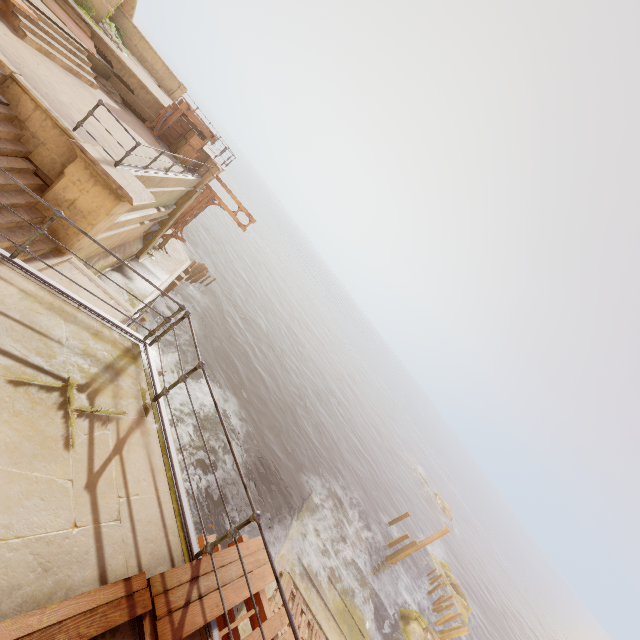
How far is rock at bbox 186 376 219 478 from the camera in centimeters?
1639cm

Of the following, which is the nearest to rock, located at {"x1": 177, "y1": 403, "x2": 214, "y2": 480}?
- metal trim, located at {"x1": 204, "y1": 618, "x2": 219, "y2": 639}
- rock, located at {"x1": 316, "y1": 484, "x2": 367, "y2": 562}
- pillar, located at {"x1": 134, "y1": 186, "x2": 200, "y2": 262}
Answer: pillar, located at {"x1": 134, "y1": 186, "x2": 200, "y2": 262}

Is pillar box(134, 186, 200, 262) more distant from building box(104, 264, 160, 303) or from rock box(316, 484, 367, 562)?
rock box(316, 484, 367, 562)

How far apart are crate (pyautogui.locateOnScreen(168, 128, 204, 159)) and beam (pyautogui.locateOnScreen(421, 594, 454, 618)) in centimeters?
3596cm

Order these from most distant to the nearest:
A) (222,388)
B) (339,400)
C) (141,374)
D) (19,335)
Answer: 1. (339,400)
2. (222,388)
3. (141,374)
4. (19,335)

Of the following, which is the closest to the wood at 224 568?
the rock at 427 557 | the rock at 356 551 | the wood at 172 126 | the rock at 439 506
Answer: the wood at 172 126

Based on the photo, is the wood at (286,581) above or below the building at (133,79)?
below

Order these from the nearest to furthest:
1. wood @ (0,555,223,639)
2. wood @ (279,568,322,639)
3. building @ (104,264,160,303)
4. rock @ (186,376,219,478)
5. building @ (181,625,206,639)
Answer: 1. wood @ (0,555,223,639)
2. building @ (181,625,206,639)
3. wood @ (279,568,322,639)
4. building @ (104,264,160,303)
5. rock @ (186,376,219,478)
